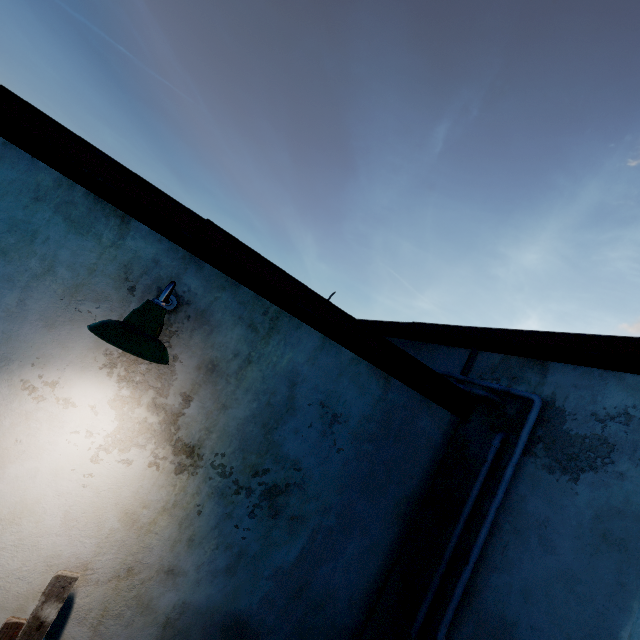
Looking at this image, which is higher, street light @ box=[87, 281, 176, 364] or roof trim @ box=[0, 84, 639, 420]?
roof trim @ box=[0, 84, 639, 420]

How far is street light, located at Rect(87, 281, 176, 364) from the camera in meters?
1.6 m

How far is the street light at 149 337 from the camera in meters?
1.6

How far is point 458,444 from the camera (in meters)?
3.24

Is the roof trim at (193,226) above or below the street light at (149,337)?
above
